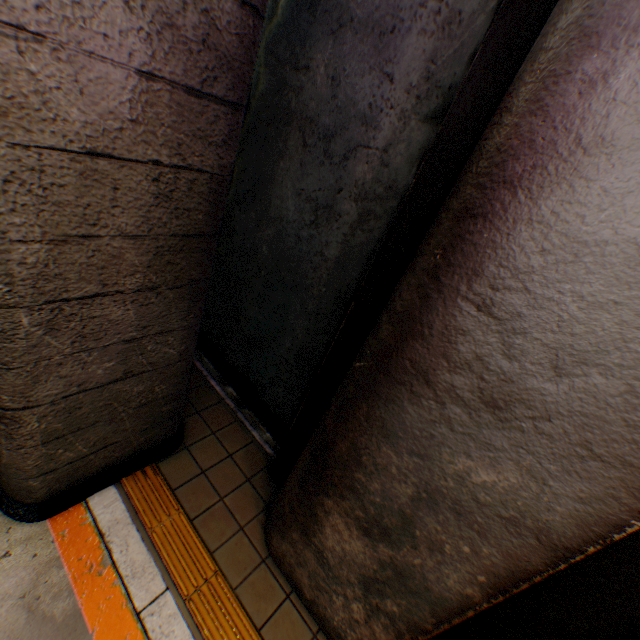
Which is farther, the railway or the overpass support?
the railway

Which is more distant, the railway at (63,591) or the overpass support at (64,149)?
the railway at (63,591)

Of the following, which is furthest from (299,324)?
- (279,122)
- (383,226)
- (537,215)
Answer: (537,215)

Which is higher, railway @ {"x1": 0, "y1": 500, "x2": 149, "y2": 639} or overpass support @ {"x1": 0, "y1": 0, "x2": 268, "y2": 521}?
overpass support @ {"x1": 0, "y1": 0, "x2": 268, "y2": 521}

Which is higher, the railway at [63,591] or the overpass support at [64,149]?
the overpass support at [64,149]
